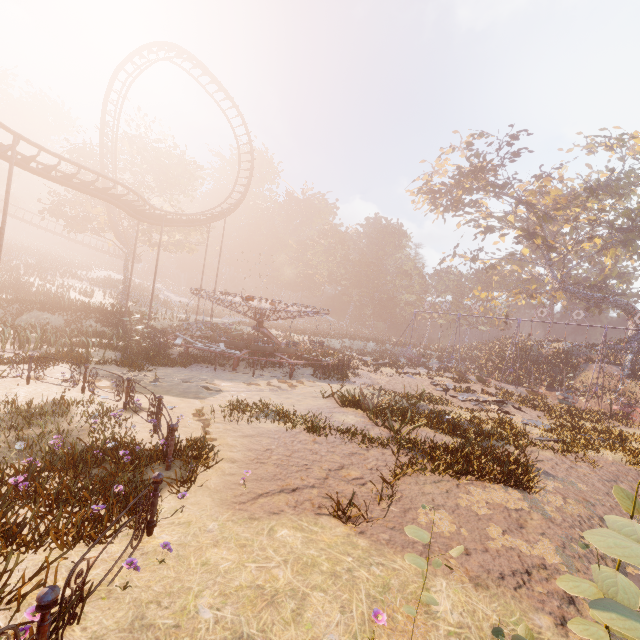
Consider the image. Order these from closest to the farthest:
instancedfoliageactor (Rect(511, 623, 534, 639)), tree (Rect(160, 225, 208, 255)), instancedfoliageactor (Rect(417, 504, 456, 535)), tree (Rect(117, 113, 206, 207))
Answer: instancedfoliageactor (Rect(511, 623, 534, 639)) → instancedfoliageactor (Rect(417, 504, 456, 535)) → tree (Rect(117, 113, 206, 207)) → tree (Rect(160, 225, 208, 255))

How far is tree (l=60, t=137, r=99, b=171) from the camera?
30.8m

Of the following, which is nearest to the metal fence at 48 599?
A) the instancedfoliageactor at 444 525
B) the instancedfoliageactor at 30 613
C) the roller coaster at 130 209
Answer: the instancedfoliageactor at 30 613

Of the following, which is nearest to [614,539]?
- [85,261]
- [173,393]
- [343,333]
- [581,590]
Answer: [581,590]

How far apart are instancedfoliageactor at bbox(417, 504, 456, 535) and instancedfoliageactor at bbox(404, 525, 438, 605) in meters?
2.4

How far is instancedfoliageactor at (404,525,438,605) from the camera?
3.7 meters

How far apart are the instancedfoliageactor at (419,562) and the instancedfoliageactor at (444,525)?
2.39m

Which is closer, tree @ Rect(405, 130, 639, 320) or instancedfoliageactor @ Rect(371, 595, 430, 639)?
instancedfoliageactor @ Rect(371, 595, 430, 639)
